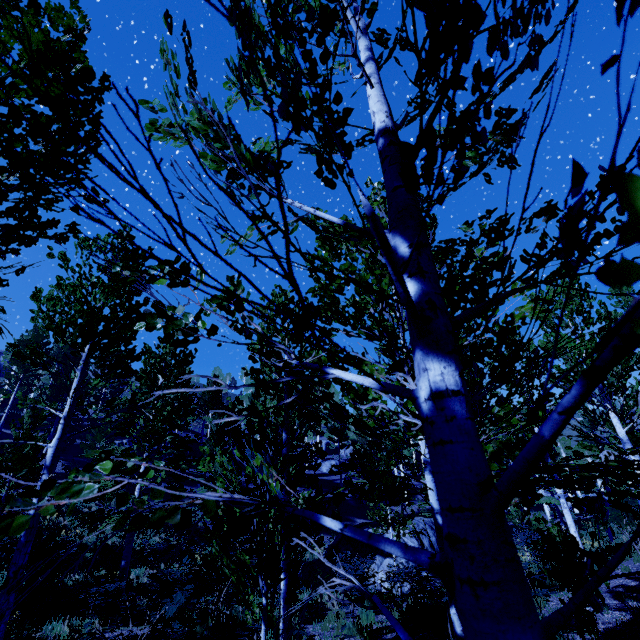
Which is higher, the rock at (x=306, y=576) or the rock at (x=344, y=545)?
the rock at (x=344, y=545)

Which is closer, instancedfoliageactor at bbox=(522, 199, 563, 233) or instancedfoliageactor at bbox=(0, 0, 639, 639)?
instancedfoliageactor at bbox=(0, 0, 639, 639)

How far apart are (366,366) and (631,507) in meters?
24.0 m

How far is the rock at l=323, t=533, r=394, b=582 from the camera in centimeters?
1471cm

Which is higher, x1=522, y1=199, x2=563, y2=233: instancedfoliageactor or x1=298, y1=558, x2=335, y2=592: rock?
x1=522, y1=199, x2=563, y2=233: instancedfoliageactor

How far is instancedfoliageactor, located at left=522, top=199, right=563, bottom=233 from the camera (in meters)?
1.38

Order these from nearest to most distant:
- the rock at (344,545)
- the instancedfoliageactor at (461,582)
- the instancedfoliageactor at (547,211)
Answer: the instancedfoliageactor at (461,582)
the instancedfoliageactor at (547,211)
the rock at (344,545)
